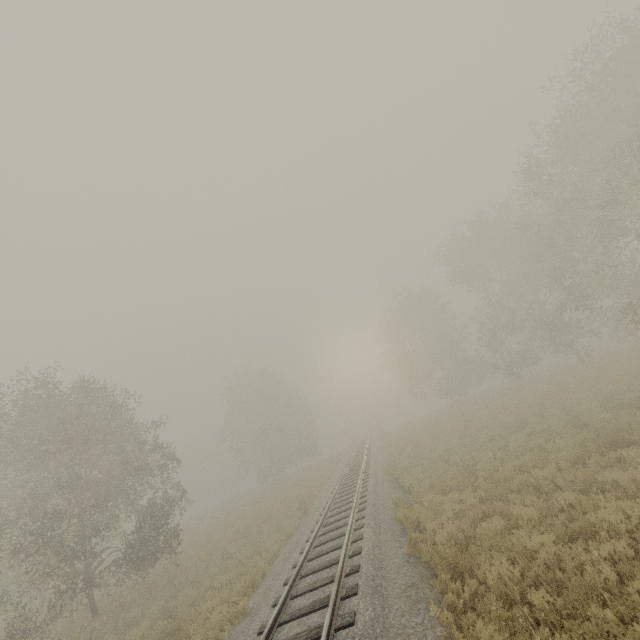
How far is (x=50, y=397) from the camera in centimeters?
1659cm
